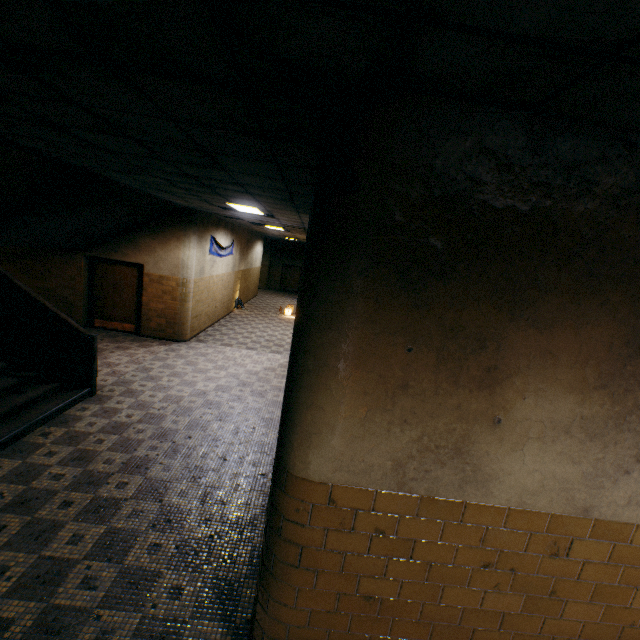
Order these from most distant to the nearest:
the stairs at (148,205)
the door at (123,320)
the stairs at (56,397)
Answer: the door at (123,320), the stairs at (148,205), the stairs at (56,397)

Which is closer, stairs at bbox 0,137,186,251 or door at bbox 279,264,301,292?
stairs at bbox 0,137,186,251

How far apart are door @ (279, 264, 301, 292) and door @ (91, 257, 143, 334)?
17.0 meters

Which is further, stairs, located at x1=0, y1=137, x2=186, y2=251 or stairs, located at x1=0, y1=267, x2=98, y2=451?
stairs, located at x1=0, y1=137, x2=186, y2=251

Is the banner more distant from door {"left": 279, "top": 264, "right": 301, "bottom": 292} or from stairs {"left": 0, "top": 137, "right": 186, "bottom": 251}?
door {"left": 279, "top": 264, "right": 301, "bottom": 292}

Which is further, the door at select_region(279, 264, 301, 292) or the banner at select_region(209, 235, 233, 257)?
the door at select_region(279, 264, 301, 292)

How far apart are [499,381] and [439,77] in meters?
1.4 m

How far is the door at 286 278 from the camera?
26.30m
